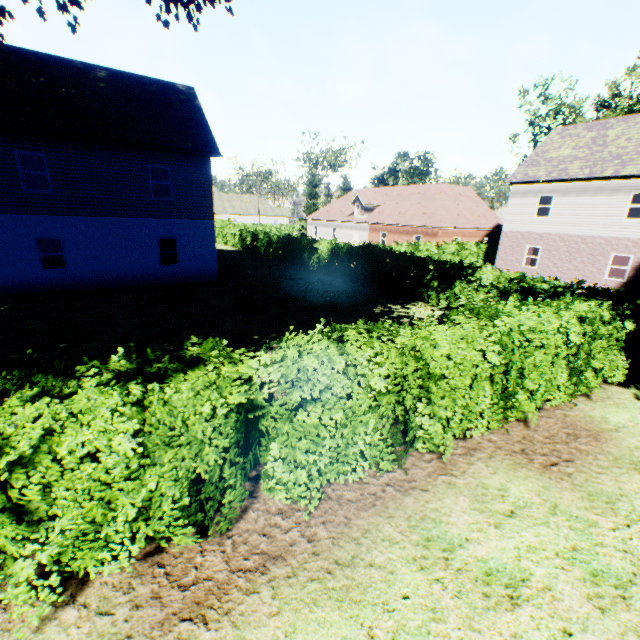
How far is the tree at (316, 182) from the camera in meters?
50.4 m

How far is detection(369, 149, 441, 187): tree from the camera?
47.5 meters

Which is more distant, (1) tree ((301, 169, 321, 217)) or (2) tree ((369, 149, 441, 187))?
(1) tree ((301, 169, 321, 217))

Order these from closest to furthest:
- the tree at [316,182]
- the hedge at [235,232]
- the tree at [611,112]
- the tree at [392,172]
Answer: the hedge at [235,232], the tree at [611,112], the tree at [392,172], the tree at [316,182]

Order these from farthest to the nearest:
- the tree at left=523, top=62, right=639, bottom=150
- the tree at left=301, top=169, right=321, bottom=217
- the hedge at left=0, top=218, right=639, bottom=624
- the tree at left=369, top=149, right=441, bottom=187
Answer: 1. the tree at left=301, top=169, right=321, bottom=217
2. the tree at left=369, top=149, right=441, bottom=187
3. the tree at left=523, top=62, right=639, bottom=150
4. the hedge at left=0, top=218, right=639, bottom=624

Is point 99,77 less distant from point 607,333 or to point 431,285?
point 431,285
